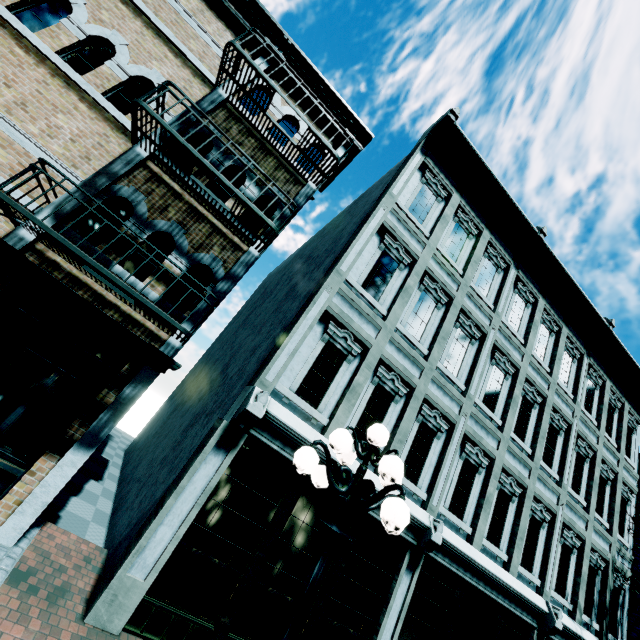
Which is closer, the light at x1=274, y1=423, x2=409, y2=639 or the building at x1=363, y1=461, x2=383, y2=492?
the light at x1=274, y1=423, x2=409, y2=639

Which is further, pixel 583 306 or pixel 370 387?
pixel 583 306

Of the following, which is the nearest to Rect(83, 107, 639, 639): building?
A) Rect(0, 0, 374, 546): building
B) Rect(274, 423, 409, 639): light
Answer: Rect(0, 0, 374, 546): building

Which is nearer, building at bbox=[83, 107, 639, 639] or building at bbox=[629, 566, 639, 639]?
building at bbox=[83, 107, 639, 639]

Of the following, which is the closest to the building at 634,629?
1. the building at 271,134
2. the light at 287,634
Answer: the light at 287,634

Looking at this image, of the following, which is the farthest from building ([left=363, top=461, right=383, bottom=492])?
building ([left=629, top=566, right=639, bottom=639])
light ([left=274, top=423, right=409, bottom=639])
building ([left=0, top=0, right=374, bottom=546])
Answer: light ([left=274, top=423, right=409, bottom=639])

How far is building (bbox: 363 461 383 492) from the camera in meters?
6.5 m

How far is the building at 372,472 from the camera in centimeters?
648cm
